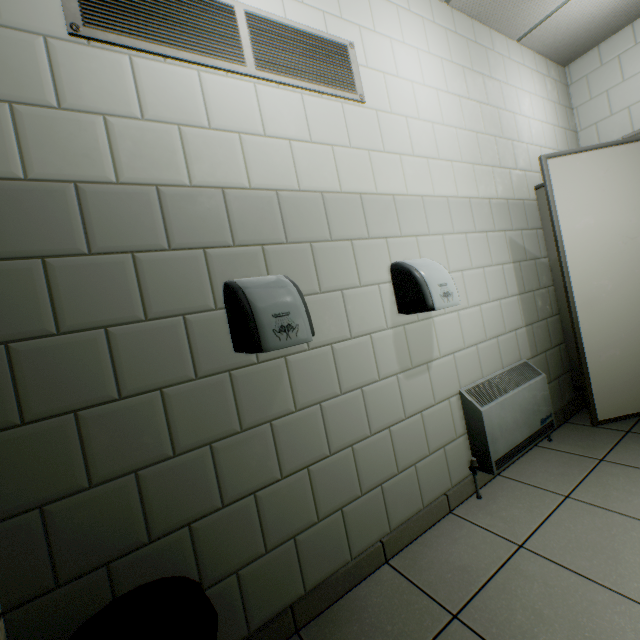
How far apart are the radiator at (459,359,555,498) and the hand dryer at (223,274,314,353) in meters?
1.2 m

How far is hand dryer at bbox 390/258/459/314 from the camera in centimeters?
163cm

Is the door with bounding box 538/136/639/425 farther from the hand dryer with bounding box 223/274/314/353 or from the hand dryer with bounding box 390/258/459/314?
the hand dryer with bounding box 223/274/314/353

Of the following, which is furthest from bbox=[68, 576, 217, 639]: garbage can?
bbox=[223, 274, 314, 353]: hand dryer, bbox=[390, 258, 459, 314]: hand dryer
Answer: bbox=[390, 258, 459, 314]: hand dryer

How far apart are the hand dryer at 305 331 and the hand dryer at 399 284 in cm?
68

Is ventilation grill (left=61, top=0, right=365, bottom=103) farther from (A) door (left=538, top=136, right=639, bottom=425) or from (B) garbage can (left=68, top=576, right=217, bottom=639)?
(B) garbage can (left=68, top=576, right=217, bottom=639)

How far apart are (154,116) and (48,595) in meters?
1.6

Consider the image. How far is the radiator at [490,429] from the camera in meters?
1.9 m
